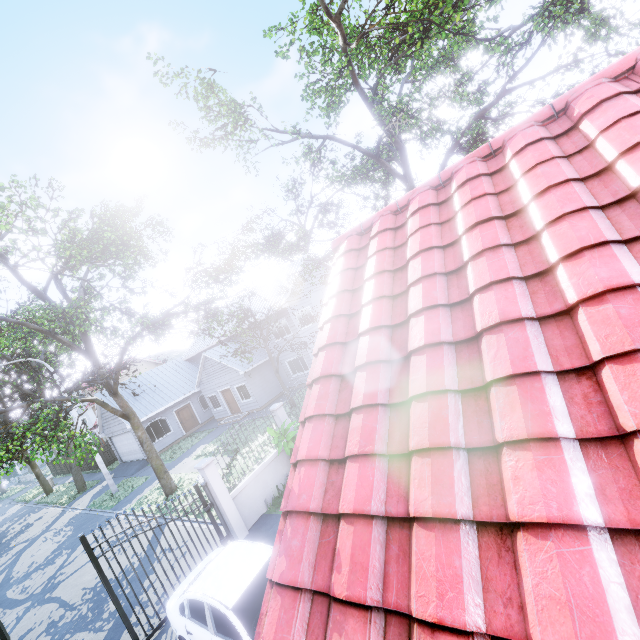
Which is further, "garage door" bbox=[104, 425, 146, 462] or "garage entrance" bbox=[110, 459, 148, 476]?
"garage door" bbox=[104, 425, 146, 462]

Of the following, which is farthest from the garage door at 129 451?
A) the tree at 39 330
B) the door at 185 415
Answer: the door at 185 415

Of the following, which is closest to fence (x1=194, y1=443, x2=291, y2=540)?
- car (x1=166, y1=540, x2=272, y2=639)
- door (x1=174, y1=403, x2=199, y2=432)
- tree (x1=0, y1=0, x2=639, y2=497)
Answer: car (x1=166, y1=540, x2=272, y2=639)

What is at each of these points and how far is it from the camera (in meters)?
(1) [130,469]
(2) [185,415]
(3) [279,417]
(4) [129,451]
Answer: (1) garage entrance, 24.27
(2) door, 27.30
(3) fence, 11.89
(4) garage door, 26.05

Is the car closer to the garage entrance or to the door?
the garage entrance

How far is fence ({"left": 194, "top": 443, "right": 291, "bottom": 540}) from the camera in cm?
934

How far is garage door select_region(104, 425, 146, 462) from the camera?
24.5 meters

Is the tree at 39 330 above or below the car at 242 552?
above
